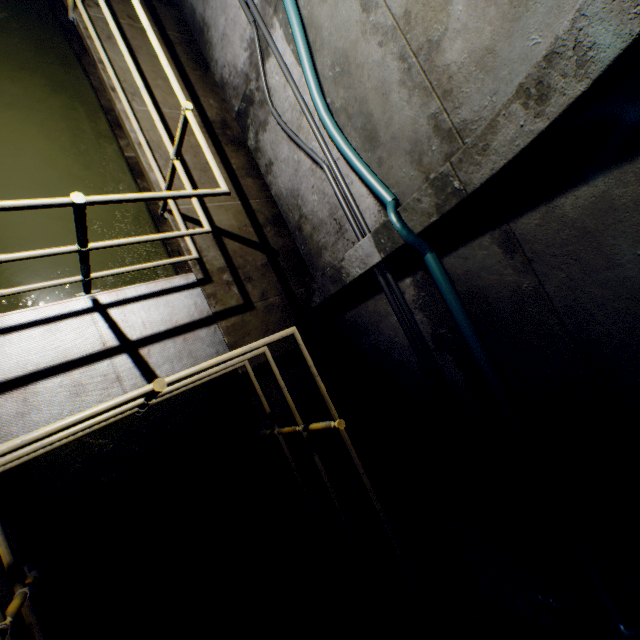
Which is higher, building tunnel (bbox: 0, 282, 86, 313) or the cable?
the cable

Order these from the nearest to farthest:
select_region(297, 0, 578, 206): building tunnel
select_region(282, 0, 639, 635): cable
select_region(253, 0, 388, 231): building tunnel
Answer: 1. select_region(297, 0, 578, 206): building tunnel
2. select_region(282, 0, 639, 635): cable
3. select_region(253, 0, 388, 231): building tunnel

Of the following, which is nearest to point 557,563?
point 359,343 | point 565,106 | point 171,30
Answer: point 359,343

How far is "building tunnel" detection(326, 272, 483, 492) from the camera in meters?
3.3

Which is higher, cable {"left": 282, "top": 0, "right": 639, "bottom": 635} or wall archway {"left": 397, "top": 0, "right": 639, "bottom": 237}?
wall archway {"left": 397, "top": 0, "right": 639, "bottom": 237}

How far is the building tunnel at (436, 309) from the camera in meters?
2.8 m

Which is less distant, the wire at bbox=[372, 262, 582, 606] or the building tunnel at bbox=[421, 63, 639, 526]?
the building tunnel at bbox=[421, 63, 639, 526]
